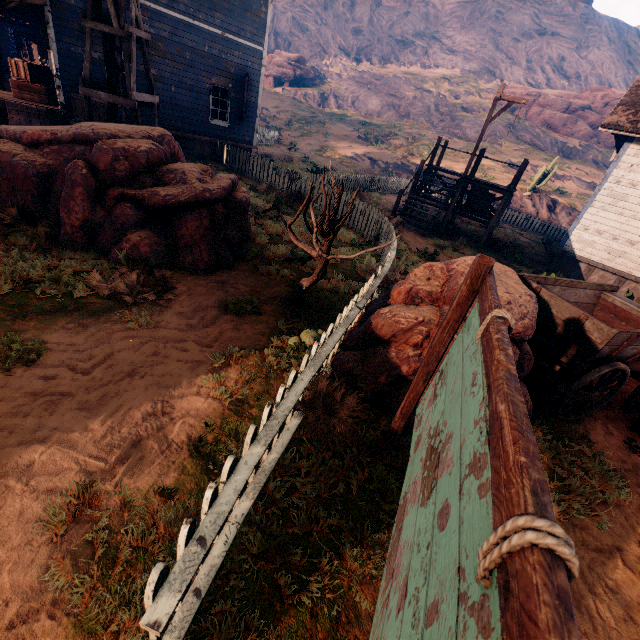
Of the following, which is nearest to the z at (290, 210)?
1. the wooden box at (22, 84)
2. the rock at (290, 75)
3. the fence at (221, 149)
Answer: the fence at (221, 149)

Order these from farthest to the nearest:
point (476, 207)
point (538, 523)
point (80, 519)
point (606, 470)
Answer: point (476, 207), point (606, 470), point (80, 519), point (538, 523)

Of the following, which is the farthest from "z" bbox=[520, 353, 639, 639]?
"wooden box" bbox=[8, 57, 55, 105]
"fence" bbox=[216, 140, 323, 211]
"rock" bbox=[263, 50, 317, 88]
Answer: "rock" bbox=[263, 50, 317, 88]

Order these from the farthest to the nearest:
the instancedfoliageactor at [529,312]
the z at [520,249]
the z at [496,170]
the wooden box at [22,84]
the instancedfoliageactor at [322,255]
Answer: the z at [496,170], the wooden box at [22,84], the z at [520,249], the instancedfoliageactor at [322,255], the instancedfoliageactor at [529,312]

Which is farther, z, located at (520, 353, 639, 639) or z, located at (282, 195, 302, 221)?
z, located at (282, 195, 302, 221)

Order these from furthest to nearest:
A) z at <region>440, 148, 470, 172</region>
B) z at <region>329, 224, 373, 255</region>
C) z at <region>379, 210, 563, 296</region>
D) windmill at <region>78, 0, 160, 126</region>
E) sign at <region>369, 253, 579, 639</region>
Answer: z at <region>440, 148, 470, 172</region> → z at <region>379, 210, 563, 296</region> → z at <region>329, 224, 373, 255</region> → windmill at <region>78, 0, 160, 126</region> → sign at <region>369, 253, 579, 639</region>
